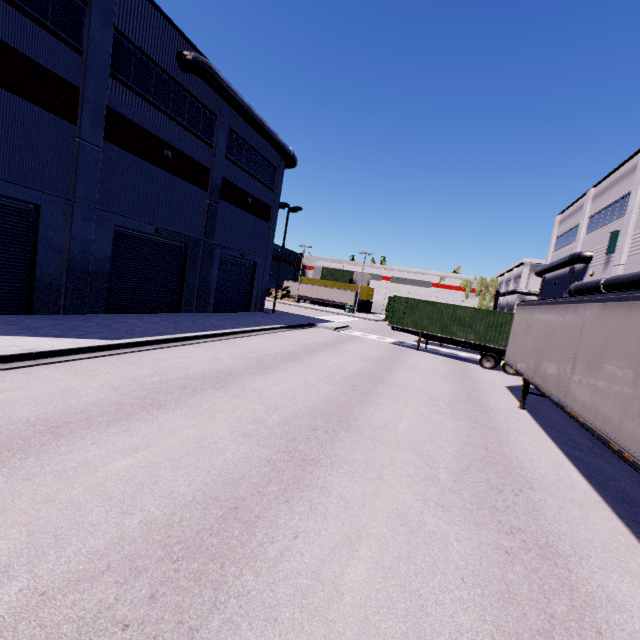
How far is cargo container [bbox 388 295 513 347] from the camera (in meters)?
19.60

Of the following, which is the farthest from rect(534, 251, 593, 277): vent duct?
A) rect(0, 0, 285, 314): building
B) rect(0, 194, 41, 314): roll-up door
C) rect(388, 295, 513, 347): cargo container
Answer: rect(388, 295, 513, 347): cargo container

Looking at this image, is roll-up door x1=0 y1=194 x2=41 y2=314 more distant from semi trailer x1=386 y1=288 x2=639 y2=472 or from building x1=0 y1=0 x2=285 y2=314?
semi trailer x1=386 y1=288 x2=639 y2=472

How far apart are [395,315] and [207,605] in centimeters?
2168cm

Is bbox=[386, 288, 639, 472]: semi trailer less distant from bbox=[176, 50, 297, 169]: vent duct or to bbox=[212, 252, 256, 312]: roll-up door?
bbox=[212, 252, 256, 312]: roll-up door

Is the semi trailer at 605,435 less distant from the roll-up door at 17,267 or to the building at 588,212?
the building at 588,212

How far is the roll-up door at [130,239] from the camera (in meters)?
16.34
